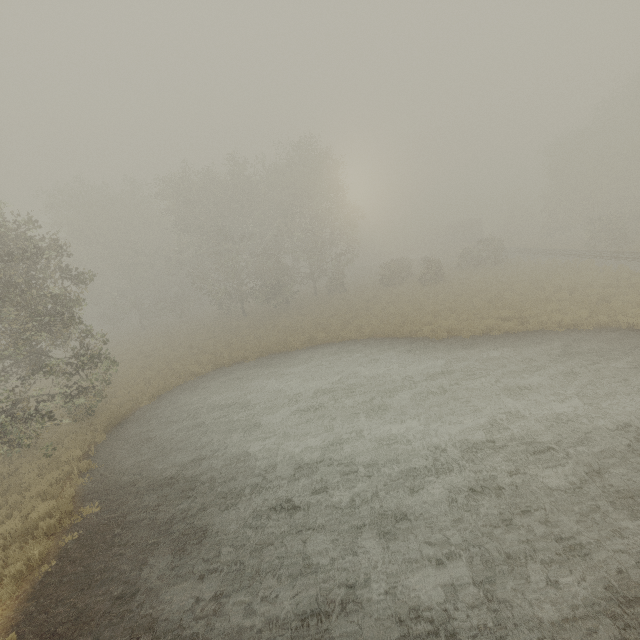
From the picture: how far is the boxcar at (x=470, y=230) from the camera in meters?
54.7 m

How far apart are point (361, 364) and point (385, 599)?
11.49m

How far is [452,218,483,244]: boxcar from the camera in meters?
54.7
